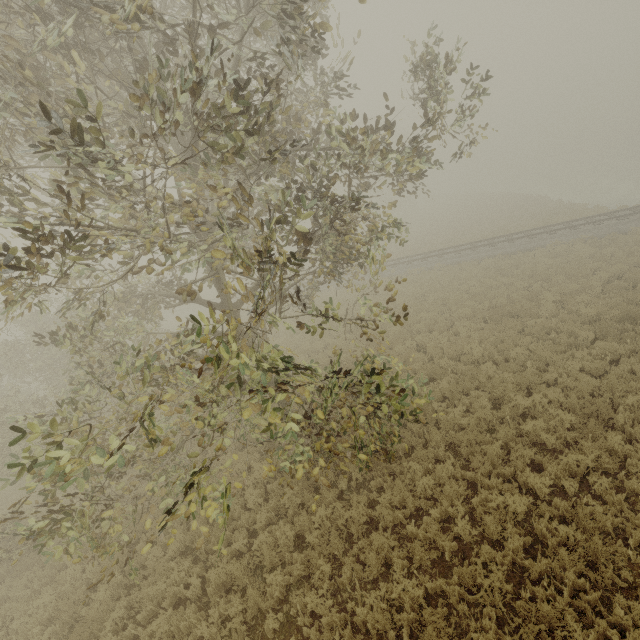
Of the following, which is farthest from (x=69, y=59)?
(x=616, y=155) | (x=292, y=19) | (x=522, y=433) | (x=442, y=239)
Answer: (x=616, y=155)
